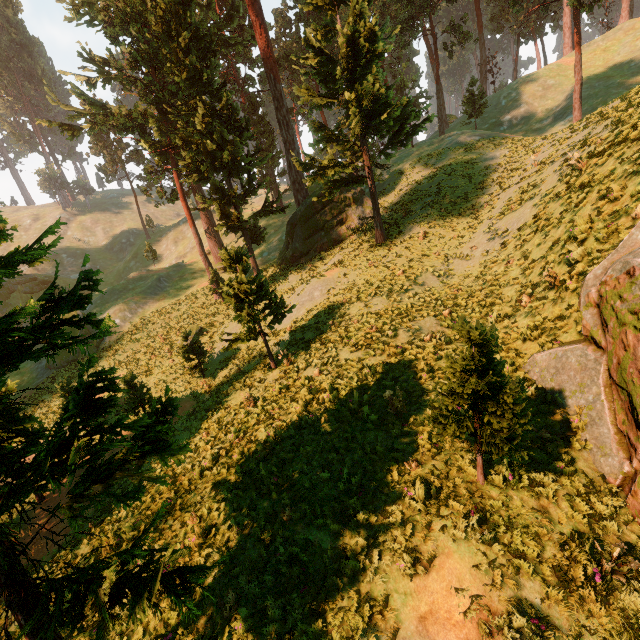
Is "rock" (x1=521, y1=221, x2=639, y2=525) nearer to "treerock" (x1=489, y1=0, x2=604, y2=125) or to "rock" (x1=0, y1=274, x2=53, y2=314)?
"treerock" (x1=489, y1=0, x2=604, y2=125)

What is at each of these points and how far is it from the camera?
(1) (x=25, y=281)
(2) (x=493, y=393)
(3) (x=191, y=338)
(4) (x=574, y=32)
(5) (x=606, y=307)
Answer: (1) rock, 49.8 meters
(2) treerock, 5.8 meters
(3) treerock, 26.5 meters
(4) treerock, 27.0 meters
(5) rock, 7.1 meters

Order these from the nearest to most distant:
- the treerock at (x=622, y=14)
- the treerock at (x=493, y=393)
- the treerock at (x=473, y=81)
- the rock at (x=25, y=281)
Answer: the treerock at (x=493, y=393) < the treerock at (x=473, y=81) < the treerock at (x=622, y=14) < the rock at (x=25, y=281)

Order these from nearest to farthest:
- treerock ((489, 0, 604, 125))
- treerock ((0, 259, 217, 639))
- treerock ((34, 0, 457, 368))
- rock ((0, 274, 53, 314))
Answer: treerock ((0, 259, 217, 639)) < treerock ((34, 0, 457, 368)) < treerock ((489, 0, 604, 125)) < rock ((0, 274, 53, 314))

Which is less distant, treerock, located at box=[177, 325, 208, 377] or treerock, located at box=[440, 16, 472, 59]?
treerock, located at box=[177, 325, 208, 377]

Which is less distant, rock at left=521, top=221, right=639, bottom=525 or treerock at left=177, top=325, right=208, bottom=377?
rock at left=521, top=221, right=639, bottom=525

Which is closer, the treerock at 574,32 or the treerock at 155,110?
the treerock at 155,110
